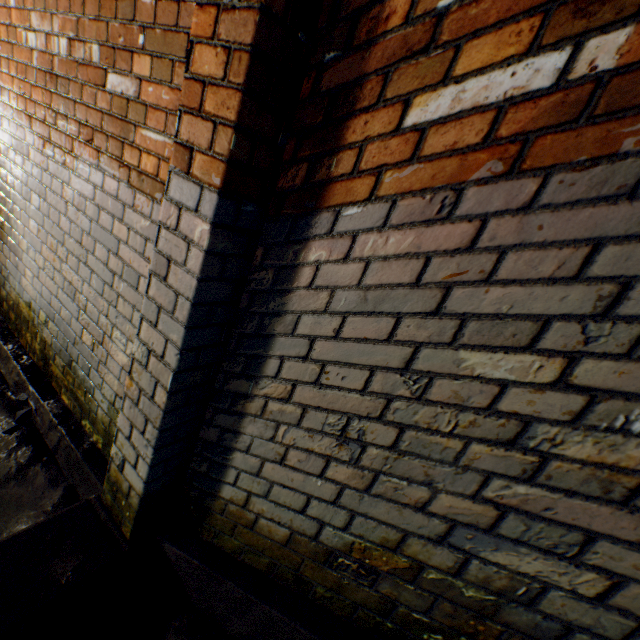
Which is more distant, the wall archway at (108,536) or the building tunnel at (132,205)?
the building tunnel at (132,205)

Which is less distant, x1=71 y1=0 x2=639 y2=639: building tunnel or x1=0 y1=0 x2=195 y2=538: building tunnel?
x1=71 y1=0 x2=639 y2=639: building tunnel

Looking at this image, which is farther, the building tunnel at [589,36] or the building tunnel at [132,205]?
the building tunnel at [132,205]

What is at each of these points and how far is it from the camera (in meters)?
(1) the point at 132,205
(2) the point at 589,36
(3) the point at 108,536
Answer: (1) building tunnel, 1.57
(2) building tunnel, 0.65
(3) wall archway, 1.42

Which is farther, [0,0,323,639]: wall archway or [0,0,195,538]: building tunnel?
[0,0,195,538]: building tunnel
